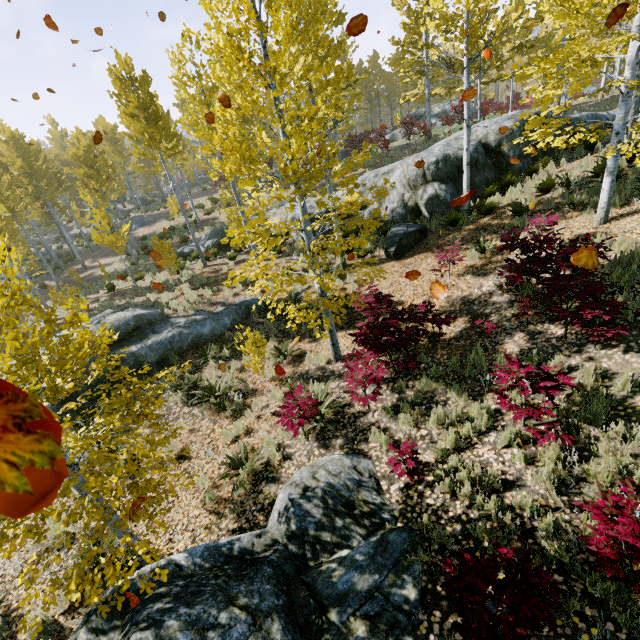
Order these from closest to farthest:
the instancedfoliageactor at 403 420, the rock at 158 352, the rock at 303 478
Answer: the rock at 303 478 → the instancedfoliageactor at 403 420 → the rock at 158 352

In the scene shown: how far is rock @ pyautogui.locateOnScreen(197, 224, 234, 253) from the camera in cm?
1823

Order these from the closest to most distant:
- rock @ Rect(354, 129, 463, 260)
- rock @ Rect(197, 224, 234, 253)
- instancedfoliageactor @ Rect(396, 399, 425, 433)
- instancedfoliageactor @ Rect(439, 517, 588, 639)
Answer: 1. instancedfoliageactor @ Rect(439, 517, 588, 639)
2. instancedfoliageactor @ Rect(396, 399, 425, 433)
3. rock @ Rect(354, 129, 463, 260)
4. rock @ Rect(197, 224, 234, 253)

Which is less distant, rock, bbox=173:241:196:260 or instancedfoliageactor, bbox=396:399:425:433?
instancedfoliageactor, bbox=396:399:425:433

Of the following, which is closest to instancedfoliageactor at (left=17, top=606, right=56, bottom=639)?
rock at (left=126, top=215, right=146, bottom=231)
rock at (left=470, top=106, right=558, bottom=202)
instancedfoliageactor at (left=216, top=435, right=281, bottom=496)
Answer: rock at (left=470, top=106, right=558, bottom=202)

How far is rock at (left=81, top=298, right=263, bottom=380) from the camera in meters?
10.7 m

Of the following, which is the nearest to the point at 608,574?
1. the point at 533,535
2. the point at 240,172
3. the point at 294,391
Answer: the point at 533,535

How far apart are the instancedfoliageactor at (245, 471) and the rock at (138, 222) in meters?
30.5
